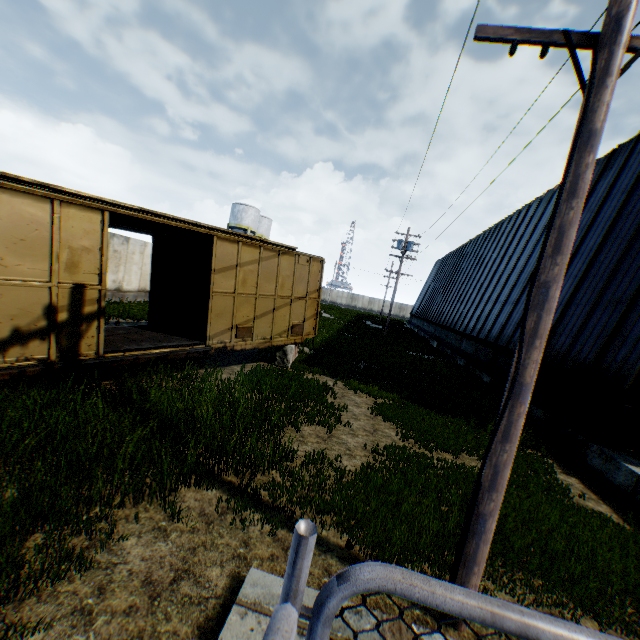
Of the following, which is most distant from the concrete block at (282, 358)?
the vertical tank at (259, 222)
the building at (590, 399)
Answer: the vertical tank at (259, 222)

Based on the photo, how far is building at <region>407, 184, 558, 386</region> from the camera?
16.03m

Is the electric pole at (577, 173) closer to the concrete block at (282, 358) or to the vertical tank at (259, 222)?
the concrete block at (282, 358)

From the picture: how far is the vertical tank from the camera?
45.16m

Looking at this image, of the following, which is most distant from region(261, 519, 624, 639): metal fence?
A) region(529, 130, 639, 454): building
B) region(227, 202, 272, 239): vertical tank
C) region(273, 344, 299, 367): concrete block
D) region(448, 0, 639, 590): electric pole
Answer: region(227, 202, 272, 239): vertical tank

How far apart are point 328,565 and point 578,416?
9.16m

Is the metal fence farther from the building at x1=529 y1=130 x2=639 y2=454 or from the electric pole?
the building at x1=529 y1=130 x2=639 y2=454

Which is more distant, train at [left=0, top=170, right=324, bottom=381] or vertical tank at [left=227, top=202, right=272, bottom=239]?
vertical tank at [left=227, top=202, right=272, bottom=239]
